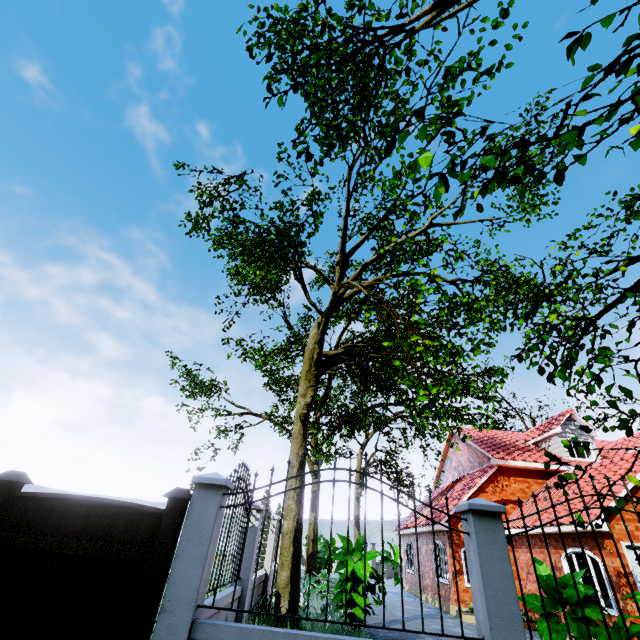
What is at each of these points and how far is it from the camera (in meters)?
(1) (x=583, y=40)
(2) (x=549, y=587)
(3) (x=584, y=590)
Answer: (1) tree, 1.26
(2) plant, 4.83
(3) plant, 4.70

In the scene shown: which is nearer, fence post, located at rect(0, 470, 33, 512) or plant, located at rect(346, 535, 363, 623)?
fence post, located at rect(0, 470, 33, 512)

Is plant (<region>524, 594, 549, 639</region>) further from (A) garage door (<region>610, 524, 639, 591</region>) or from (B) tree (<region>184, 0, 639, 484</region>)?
(A) garage door (<region>610, 524, 639, 591</region>)

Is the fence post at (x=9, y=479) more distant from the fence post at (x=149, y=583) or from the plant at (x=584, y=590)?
the plant at (x=584, y=590)

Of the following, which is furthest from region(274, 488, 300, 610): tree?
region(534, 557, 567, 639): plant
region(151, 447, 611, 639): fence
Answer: region(534, 557, 567, 639): plant

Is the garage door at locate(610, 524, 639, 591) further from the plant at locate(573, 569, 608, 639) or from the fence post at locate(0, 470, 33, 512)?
the fence post at locate(0, 470, 33, 512)

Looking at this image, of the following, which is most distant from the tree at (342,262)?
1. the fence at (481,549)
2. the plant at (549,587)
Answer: the plant at (549,587)

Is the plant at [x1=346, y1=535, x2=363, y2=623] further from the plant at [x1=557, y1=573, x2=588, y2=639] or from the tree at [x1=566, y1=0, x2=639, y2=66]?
the plant at [x1=557, y1=573, x2=588, y2=639]
